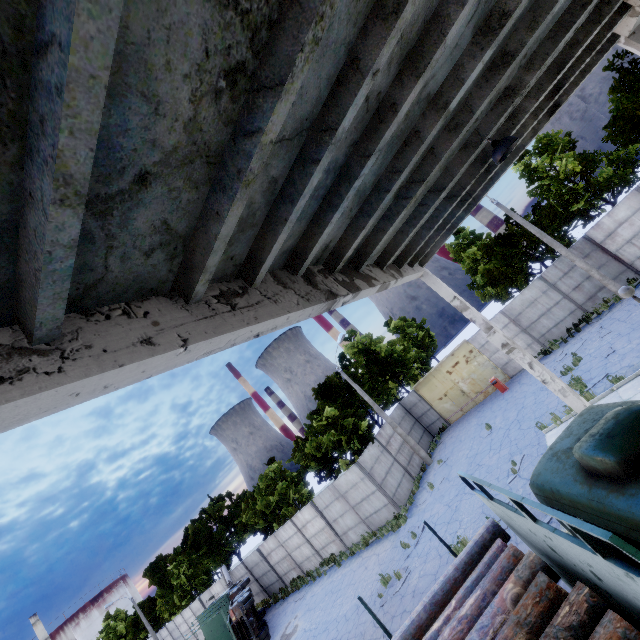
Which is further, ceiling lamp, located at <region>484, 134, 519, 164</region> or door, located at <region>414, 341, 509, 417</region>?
door, located at <region>414, 341, 509, 417</region>

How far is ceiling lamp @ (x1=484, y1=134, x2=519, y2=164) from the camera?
5.92m

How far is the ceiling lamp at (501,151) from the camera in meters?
5.9 m

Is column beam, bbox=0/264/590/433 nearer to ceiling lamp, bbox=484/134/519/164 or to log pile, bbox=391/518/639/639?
log pile, bbox=391/518/639/639

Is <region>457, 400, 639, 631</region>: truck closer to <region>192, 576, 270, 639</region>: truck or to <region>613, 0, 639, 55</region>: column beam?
<region>613, 0, 639, 55</region>: column beam

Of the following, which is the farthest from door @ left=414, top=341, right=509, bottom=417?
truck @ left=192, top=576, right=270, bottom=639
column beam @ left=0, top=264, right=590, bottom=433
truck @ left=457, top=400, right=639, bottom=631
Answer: truck @ left=457, top=400, right=639, bottom=631

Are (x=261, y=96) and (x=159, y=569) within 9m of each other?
no

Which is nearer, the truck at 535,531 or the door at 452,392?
the truck at 535,531
